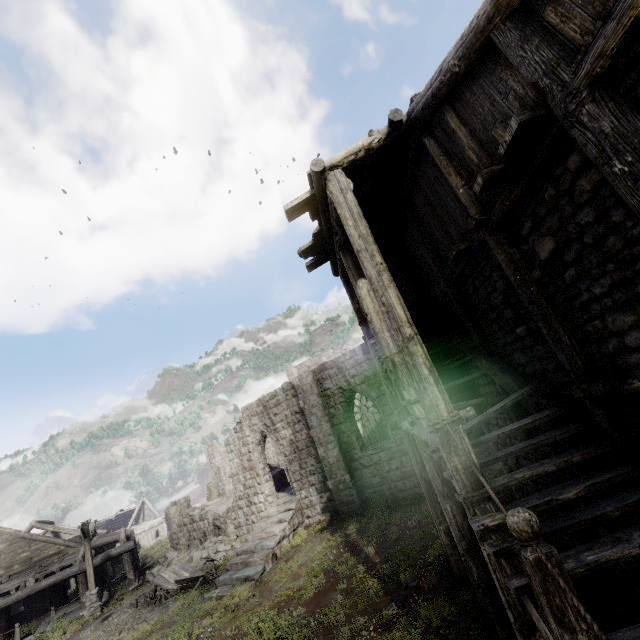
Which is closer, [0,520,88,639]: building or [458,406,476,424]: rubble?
[0,520,88,639]: building

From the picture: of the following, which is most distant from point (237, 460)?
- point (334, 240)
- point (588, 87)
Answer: point (588, 87)

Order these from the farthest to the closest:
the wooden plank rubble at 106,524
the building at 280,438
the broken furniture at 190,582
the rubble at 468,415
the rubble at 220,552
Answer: the wooden plank rubble at 106,524 < the rubble at 468,415 < the rubble at 220,552 < the broken furniture at 190,582 < the building at 280,438

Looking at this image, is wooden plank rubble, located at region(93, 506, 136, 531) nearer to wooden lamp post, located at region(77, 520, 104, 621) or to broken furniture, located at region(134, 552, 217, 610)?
wooden lamp post, located at region(77, 520, 104, 621)

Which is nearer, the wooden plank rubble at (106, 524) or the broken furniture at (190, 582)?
the broken furniture at (190, 582)

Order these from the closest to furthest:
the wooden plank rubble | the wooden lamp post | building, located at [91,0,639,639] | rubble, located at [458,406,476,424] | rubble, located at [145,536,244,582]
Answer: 1. building, located at [91,0,639,639]
2. the wooden lamp post
3. rubble, located at [145,536,244,582]
4. rubble, located at [458,406,476,424]
5. the wooden plank rubble

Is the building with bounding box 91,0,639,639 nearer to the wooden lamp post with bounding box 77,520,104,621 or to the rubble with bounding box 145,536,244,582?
the rubble with bounding box 145,536,244,582

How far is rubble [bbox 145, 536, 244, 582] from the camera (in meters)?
18.12
